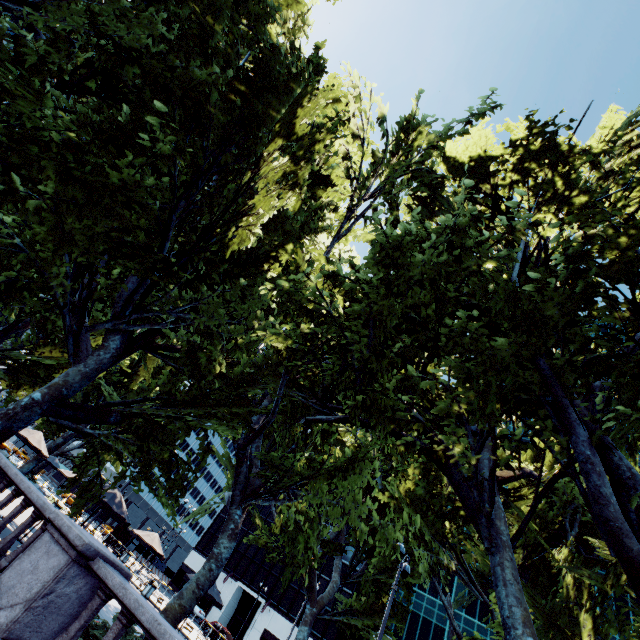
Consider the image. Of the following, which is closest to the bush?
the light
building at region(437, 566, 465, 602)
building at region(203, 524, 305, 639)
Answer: the light

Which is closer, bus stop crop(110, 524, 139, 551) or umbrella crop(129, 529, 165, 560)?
umbrella crop(129, 529, 165, 560)

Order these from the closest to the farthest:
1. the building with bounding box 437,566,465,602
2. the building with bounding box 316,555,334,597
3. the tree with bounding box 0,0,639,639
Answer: the tree with bounding box 0,0,639,639 → the building with bounding box 437,566,465,602 → the building with bounding box 316,555,334,597

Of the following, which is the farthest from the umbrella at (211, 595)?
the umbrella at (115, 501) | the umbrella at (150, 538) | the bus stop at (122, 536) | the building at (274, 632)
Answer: the building at (274, 632)

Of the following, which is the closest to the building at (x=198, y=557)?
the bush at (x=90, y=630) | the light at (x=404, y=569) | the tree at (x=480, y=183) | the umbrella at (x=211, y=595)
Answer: the tree at (x=480, y=183)

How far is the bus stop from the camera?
32.88m

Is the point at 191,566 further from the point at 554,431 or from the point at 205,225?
the point at 554,431

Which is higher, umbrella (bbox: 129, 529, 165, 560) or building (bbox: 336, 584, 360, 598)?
building (bbox: 336, 584, 360, 598)
